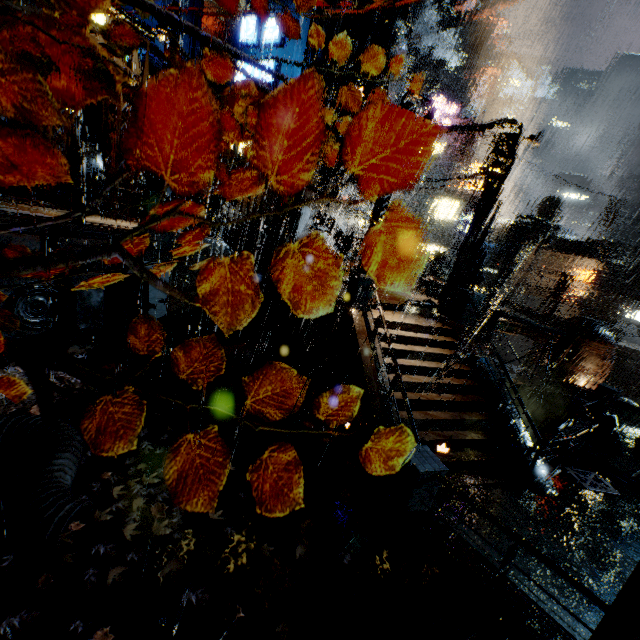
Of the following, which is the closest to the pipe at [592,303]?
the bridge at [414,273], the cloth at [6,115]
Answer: the bridge at [414,273]

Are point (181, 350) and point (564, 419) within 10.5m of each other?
no

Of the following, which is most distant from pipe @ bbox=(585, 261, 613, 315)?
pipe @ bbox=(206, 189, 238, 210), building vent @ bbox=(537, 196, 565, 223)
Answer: pipe @ bbox=(206, 189, 238, 210)

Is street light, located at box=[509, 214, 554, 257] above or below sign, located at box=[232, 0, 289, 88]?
below

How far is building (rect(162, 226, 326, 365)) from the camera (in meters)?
13.37

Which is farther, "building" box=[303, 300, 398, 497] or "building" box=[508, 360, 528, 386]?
"building" box=[508, 360, 528, 386]

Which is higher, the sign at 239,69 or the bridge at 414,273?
the sign at 239,69

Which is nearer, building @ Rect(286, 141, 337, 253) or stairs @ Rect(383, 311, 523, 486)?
stairs @ Rect(383, 311, 523, 486)
